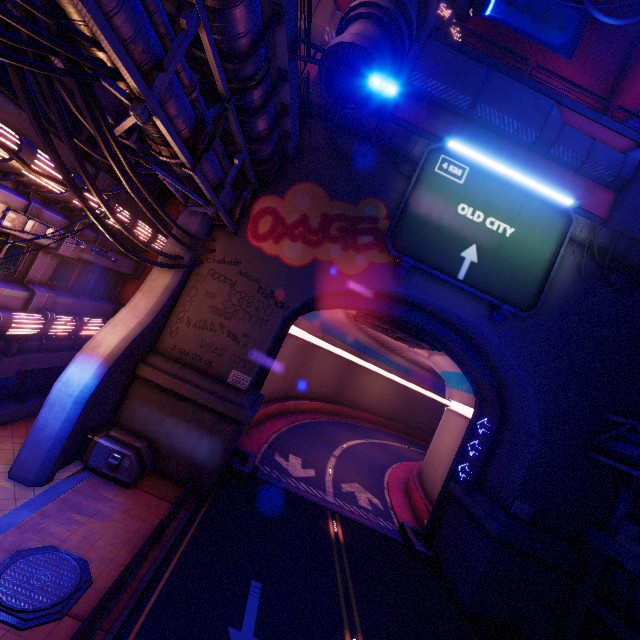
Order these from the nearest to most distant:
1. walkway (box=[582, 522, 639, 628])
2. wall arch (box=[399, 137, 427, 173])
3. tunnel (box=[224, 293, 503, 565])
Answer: walkway (box=[582, 522, 639, 628])
wall arch (box=[399, 137, 427, 173])
tunnel (box=[224, 293, 503, 565])

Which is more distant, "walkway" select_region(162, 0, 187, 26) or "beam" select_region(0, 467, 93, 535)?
"beam" select_region(0, 467, 93, 535)

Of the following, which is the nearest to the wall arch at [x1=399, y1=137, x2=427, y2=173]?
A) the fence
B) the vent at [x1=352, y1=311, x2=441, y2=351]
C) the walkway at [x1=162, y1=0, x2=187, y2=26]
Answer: the walkway at [x1=162, y1=0, x2=187, y2=26]

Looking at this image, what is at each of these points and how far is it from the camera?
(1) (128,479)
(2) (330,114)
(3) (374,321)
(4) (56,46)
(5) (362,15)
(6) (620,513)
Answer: (1) generator, 11.8 meters
(2) wall arch, 15.0 meters
(3) vent, 20.9 meters
(4) cable, 4.7 meters
(5) building, 11.5 meters
(6) building, 14.7 meters

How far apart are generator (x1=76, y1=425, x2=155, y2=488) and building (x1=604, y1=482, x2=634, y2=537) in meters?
20.3

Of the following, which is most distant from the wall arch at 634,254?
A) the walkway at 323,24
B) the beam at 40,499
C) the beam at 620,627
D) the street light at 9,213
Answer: the street light at 9,213

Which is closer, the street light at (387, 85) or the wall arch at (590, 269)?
the street light at (387, 85)

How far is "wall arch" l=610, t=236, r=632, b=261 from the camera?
15.3m
